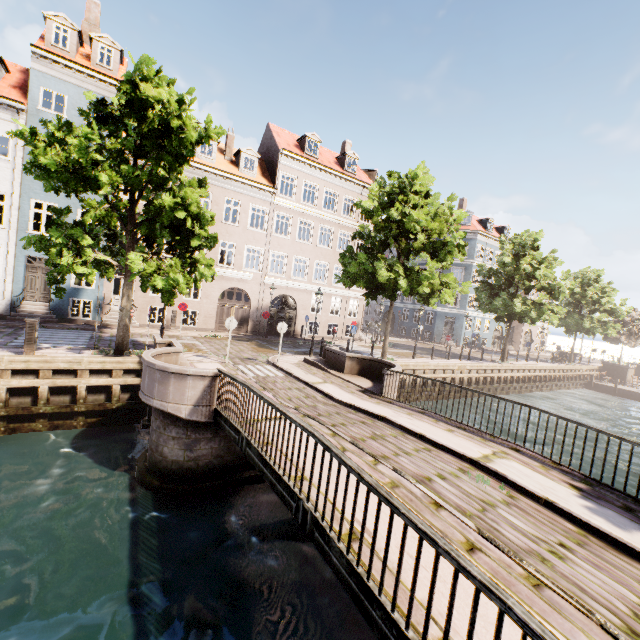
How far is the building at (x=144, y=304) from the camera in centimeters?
2008cm

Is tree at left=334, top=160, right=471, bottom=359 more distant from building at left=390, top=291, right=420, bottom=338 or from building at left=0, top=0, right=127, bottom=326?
building at left=390, top=291, right=420, bottom=338

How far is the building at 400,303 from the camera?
42.1m

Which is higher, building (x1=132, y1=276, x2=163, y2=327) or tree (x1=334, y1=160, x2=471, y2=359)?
tree (x1=334, y1=160, x2=471, y2=359)

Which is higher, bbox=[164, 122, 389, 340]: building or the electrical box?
bbox=[164, 122, 389, 340]: building

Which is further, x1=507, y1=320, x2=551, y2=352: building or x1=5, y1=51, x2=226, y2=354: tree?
x1=507, y1=320, x2=551, y2=352: building

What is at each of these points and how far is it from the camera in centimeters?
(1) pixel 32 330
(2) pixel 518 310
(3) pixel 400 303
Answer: (1) electrical box, 1049cm
(2) tree, 2436cm
(3) building, 4438cm
